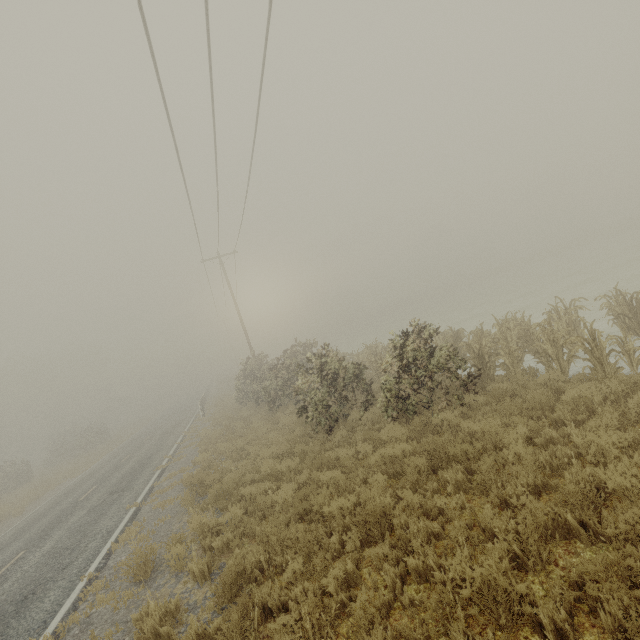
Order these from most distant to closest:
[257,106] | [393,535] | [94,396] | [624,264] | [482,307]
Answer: [94,396]
[482,307]
[624,264]
[257,106]
[393,535]
